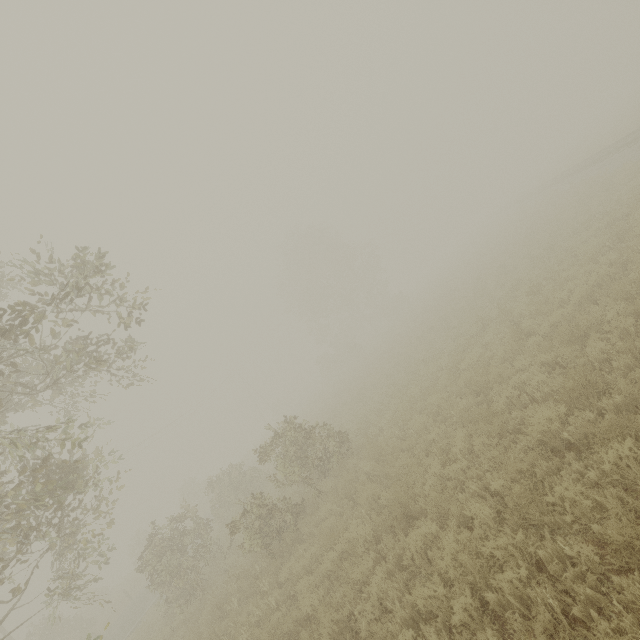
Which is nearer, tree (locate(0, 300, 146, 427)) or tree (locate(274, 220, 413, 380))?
tree (locate(0, 300, 146, 427))

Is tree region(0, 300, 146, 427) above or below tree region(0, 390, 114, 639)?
above

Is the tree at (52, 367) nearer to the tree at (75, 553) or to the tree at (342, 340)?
the tree at (75, 553)

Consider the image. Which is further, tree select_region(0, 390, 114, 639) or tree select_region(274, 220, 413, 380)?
tree select_region(274, 220, 413, 380)

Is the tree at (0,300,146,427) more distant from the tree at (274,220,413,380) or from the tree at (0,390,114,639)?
the tree at (274,220,413,380)

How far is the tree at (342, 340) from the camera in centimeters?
4188cm

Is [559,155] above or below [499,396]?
above
